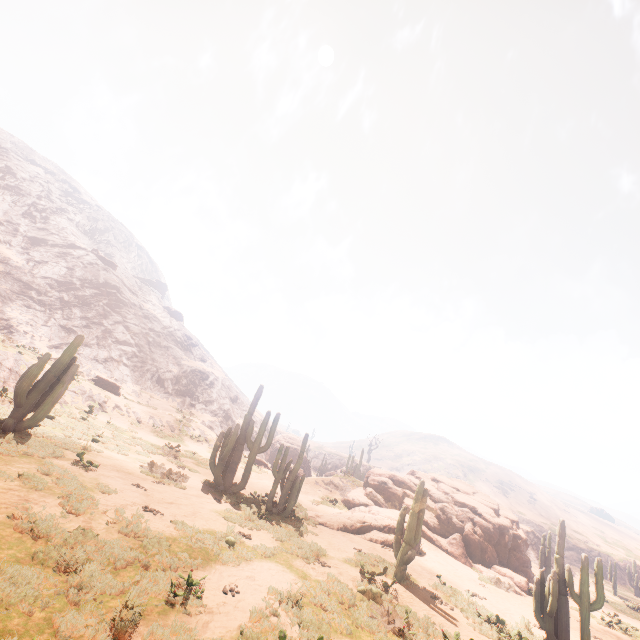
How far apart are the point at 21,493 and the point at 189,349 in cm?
5163

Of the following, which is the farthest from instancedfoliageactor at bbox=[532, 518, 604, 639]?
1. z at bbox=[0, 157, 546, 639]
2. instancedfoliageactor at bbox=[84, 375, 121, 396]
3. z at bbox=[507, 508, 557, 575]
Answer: z at bbox=[507, 508, 557, 575]

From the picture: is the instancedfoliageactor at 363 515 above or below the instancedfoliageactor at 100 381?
below

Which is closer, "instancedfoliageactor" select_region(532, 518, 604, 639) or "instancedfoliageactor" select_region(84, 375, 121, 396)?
"instancedfoliageactor" select_region(532, 518, 604, 639)

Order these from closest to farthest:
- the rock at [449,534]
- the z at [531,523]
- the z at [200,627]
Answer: the z at [200,627], the rock at [449,534], the z at [531,523]

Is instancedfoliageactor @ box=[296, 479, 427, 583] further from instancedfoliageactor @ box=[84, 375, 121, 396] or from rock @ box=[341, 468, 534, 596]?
instancedfoliageactor @ box=[84, 375, 121, 396]

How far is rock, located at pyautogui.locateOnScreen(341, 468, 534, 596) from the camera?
19.6m

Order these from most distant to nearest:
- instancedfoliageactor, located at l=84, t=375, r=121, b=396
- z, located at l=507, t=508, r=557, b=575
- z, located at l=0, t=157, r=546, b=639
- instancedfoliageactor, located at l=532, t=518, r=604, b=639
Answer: z, located at l=507, t=508, r=557, b=575 → instancedfoliageactor, located at l=84, t=375, r=121, b=396 → instancedfoliageactor, located at l=532, t=518, r=604, b=639 → z, located at l=0, t=157, r=546, b=639
